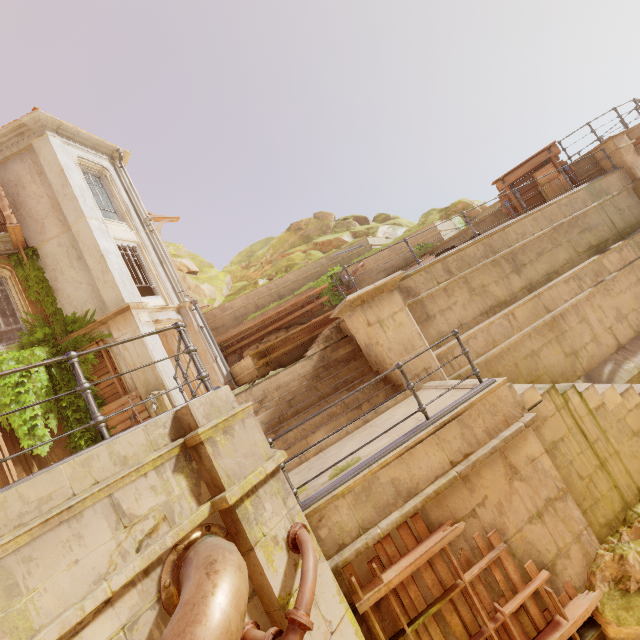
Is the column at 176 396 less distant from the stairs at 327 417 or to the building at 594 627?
the building at 594 627

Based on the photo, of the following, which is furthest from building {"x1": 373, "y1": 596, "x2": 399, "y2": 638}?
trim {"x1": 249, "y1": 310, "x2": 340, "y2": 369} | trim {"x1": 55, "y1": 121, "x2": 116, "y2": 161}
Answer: trim {"x1": 55, "y1": 121, "x2": 116, "y2": 161}

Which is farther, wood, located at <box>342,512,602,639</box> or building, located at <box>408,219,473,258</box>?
building, located at <box>408,219,473,258</box>

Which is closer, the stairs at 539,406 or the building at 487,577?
the building at 487,577

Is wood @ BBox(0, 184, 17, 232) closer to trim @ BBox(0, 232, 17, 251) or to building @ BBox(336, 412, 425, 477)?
trim @ BBox(0, 232, 17, 251)

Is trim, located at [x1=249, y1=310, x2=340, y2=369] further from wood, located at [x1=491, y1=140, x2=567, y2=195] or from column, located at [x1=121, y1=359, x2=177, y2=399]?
wood, located at [x1=491, y1=140, x2=567, y2=195]

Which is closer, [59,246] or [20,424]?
[20,424]

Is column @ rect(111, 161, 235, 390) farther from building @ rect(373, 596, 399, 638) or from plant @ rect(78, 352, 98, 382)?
plant @ rect(78, 352, 98, 382)
